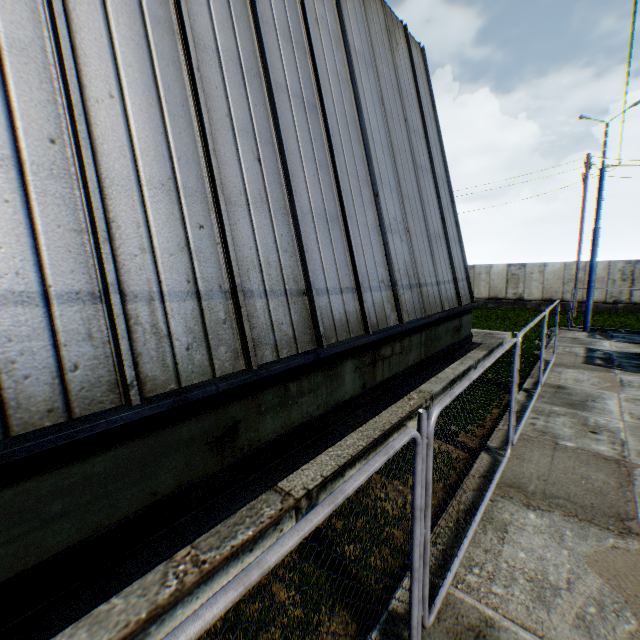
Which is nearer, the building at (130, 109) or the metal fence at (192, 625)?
the metal fence at (192, 625)

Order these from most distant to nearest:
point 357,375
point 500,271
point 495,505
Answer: point 500,271, point 357,375, point 495,505

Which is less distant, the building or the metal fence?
the metal fence
